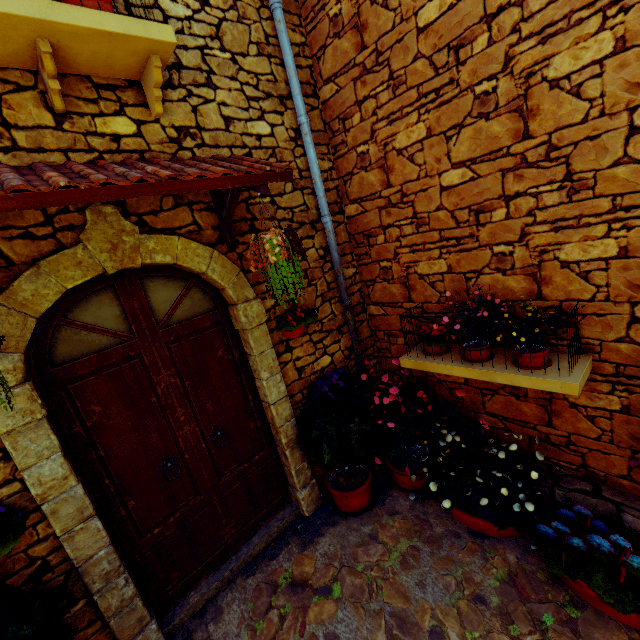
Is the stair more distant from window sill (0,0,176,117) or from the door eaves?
window sill (0,0,176,117)

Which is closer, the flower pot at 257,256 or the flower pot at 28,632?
the flower pot at 28,632

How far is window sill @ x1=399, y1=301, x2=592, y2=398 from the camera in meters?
2.4

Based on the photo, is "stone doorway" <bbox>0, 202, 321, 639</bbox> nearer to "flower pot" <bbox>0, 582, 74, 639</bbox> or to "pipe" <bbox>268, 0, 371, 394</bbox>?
"flower pot" <bbox>0, 582, 74, 639</bbox>

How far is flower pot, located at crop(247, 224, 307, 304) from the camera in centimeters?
240cm

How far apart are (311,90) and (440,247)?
2.22m

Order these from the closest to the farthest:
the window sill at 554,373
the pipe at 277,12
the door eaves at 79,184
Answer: the door eaves at 79,184 < the window sill at 554,373 < the pipe at 277,12

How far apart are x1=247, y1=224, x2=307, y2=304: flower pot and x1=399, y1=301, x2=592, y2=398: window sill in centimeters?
138cm
